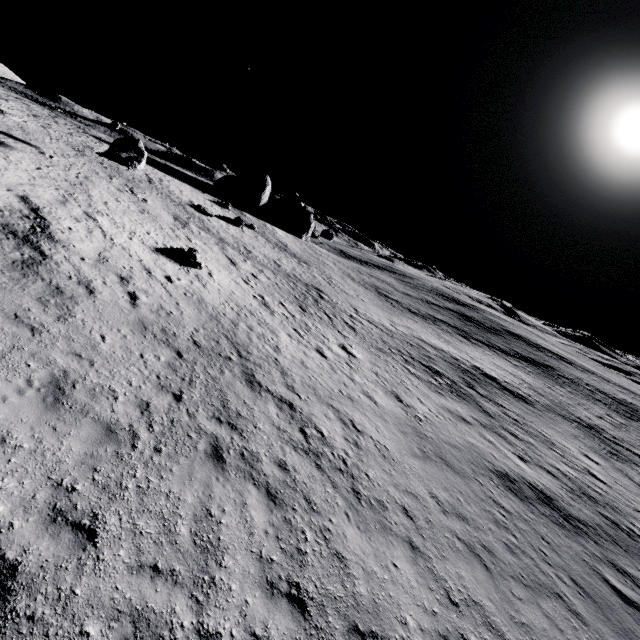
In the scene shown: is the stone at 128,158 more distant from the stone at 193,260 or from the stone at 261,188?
the stone at 261,188

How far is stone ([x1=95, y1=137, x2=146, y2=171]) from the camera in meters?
21.6

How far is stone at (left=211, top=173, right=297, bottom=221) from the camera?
51.2m

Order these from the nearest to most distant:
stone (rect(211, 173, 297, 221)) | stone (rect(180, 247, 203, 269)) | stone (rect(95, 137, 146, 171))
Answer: stone (rect(180, 247, 203, 269)) < stone (rect(95, 137, 146, 171)) < stone (rect(211, 173, 297, 221))

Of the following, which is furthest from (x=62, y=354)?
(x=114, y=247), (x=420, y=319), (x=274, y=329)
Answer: (x=420, y=319)

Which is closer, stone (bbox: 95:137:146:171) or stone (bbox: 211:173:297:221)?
stone (bbox: 95:137:146:171)

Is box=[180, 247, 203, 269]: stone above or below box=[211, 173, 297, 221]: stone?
below
